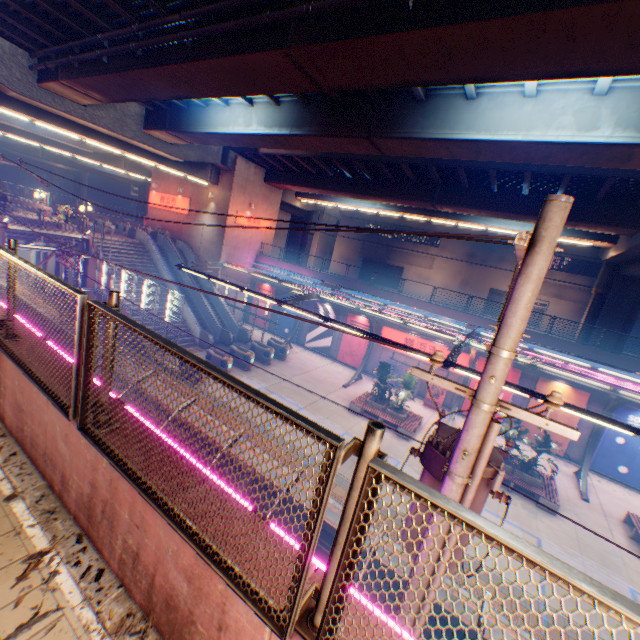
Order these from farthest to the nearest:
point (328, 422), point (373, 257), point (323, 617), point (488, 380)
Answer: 1. point (373, 257)
2. point (328, 422)
3. point (488, 380)
4. point (323, 617)

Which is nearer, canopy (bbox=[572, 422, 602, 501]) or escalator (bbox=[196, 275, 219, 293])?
canopy (bbox=[572, 422, 602, 501])

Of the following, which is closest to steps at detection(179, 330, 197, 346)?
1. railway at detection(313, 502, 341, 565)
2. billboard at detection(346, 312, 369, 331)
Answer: railway at detection(313, 502, 341, 565)

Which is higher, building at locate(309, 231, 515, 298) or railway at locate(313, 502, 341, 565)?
building at locate(309, 231, 515, 298)

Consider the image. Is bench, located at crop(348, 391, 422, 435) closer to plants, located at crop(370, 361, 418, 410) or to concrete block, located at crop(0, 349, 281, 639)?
plants, located at crop(370, 361, 418, 410)

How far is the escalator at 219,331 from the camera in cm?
2452

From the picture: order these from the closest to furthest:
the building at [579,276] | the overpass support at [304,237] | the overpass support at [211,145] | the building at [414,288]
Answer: the overpass support at [211,145]
the building at [579,276]
the overpass support at [304,237]
the building at [414,288]

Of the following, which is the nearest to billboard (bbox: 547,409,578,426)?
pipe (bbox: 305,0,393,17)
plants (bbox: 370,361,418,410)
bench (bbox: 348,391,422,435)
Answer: bench (bbox: 348,391,422,435)
